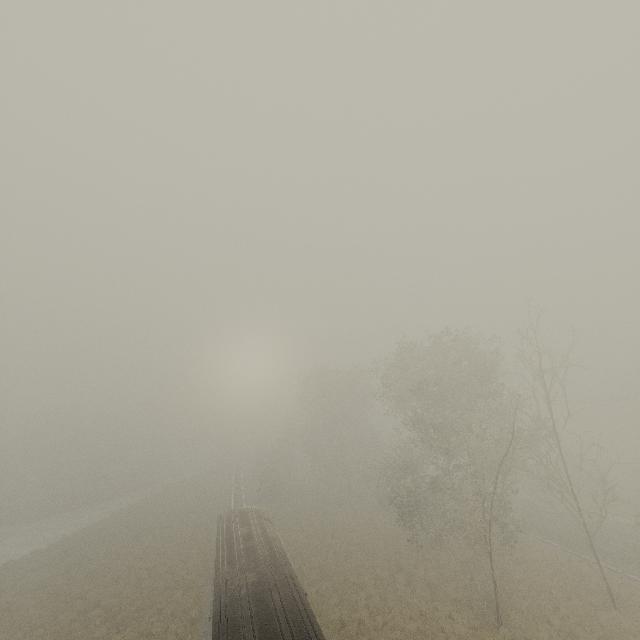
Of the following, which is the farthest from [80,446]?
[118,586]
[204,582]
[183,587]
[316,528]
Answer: [316,528]

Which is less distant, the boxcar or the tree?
the boxcar

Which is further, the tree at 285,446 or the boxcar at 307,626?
the tree at 285,446
